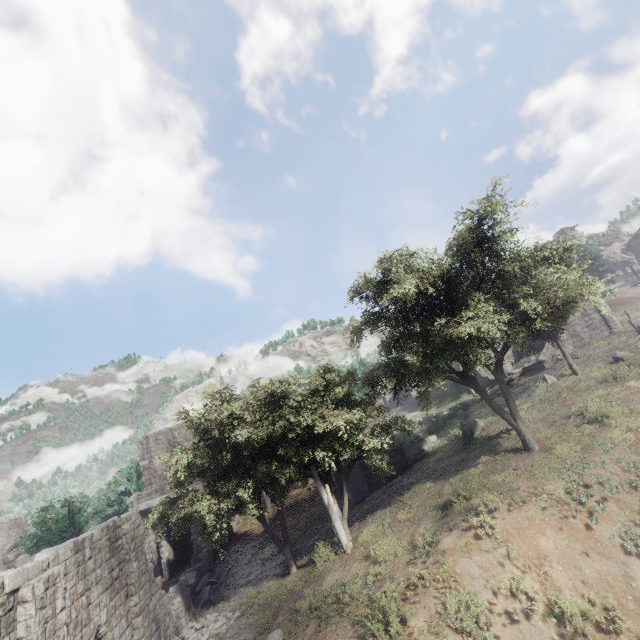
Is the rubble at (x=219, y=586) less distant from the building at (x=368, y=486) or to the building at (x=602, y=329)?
the building at (x=368, y=486)

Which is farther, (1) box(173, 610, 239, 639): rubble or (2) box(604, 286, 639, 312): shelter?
(2) box(604, 286, 639, 312): shelter

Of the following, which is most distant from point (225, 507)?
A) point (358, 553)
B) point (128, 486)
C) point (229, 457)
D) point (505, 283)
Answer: point (128, 486)

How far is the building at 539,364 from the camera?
28.8m

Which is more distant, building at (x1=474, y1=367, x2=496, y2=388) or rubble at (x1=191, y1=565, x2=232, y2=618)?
building at (x1=474, y1=367, x2=496, y2=388)

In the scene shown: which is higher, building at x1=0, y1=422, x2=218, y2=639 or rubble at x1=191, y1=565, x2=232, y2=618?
building at x1=0, y1=422, x2=218, y2=639

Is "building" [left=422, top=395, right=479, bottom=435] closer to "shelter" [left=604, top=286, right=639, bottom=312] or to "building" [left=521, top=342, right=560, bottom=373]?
"building" [left=521, top=342, right=560, bottom=373]

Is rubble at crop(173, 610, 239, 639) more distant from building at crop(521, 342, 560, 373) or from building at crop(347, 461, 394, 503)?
building at crop(521, 342, 560, 373)
